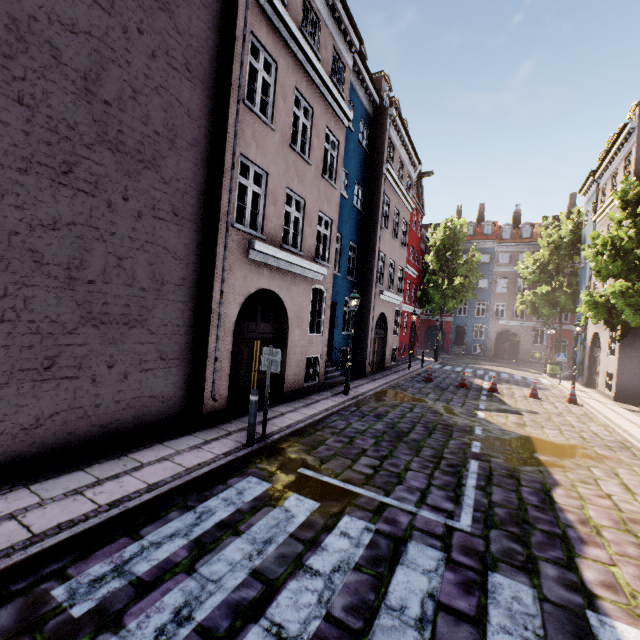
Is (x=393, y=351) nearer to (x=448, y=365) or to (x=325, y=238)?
(x=448, y=365)

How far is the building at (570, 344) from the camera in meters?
23.1

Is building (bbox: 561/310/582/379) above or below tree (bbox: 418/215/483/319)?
below

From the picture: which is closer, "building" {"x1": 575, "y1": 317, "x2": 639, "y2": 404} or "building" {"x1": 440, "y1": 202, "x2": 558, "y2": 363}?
"building" {"x1": 575, "y1": 317, "x2": 639, "y2": 404}

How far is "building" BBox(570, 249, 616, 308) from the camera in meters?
18.4

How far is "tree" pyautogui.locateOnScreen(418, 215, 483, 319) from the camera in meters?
28.6 m

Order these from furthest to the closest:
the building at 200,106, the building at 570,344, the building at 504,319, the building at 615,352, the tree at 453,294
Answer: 1. the building at 504,319
2. the tree at 453,294
3. the building at 570,344
4. the building at 615,352
5. the building at 200,106
